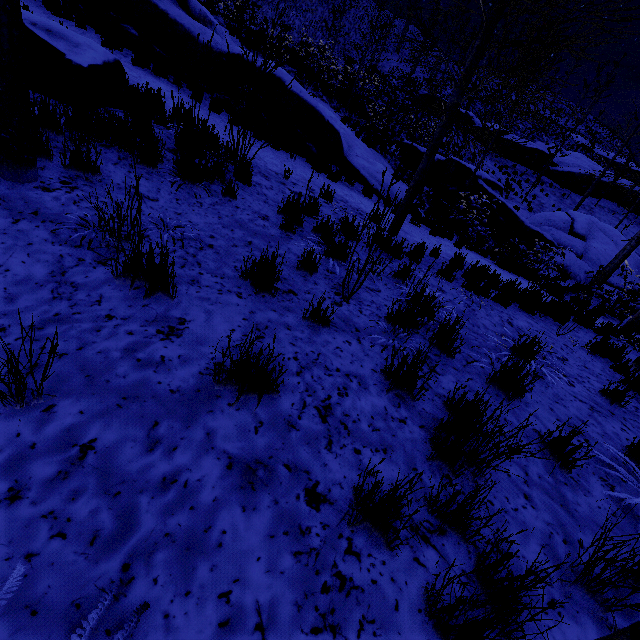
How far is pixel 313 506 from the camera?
1.5 meters

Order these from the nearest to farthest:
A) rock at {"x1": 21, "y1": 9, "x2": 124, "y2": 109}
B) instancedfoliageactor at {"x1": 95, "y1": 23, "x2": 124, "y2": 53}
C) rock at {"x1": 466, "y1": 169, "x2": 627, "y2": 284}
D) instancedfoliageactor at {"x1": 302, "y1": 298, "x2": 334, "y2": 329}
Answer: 1. instancedfoliageactor at {"x1": 302, "y1": 298, "x2": 334, "y2": 329}
2. rock at {"x1": 21, "y1": 9, "x2": 124, "y2": 109}
3. instancedfoliageactor at {"x1": 95, "y1": 23, "x2": 124, "y2": 53}
4. rock at {"x1": 466, "y1": 169, "x2": 627, "y2": 284}

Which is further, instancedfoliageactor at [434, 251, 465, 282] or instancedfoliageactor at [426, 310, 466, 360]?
instancedfoliageactor at [434, 251, 465, 282]

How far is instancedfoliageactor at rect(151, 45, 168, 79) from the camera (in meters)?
8.60

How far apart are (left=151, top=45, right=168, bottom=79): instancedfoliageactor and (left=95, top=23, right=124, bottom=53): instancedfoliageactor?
1.2m

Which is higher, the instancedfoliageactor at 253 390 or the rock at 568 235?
the rock at 568 235

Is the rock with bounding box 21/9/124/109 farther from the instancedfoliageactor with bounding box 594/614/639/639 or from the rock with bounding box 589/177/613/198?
the rock with bounding box 589/177/613/198

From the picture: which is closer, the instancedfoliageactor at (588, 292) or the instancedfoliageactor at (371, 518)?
the instancedfoliageactor at (371, 518)
